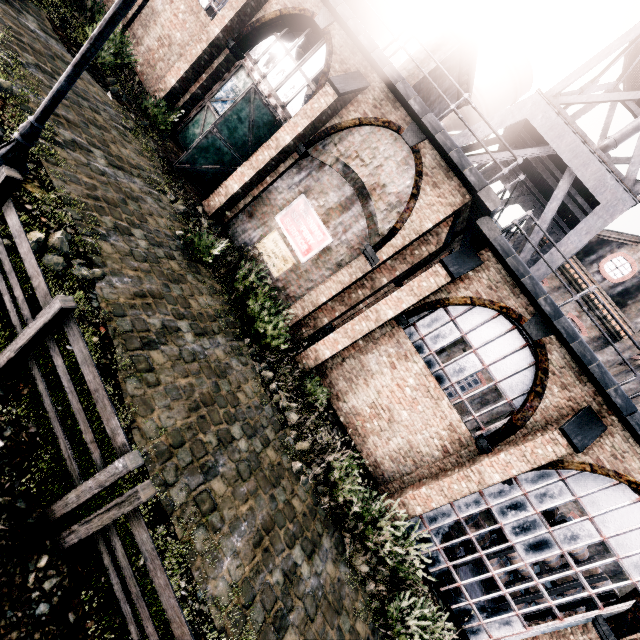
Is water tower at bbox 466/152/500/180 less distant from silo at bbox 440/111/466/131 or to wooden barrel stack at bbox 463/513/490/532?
wooden barrel stack at bbox 463/513/490/532

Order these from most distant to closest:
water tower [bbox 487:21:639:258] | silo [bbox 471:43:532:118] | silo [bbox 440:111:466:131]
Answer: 1. silo [bbox 440:111:466:131]
2. silo [bbox 471:43:532:118]
3. water tower [bbox 487:21:639:258]

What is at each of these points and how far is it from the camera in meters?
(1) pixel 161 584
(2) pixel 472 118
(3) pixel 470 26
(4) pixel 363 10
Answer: (1) wooden railing, 3.6
(2) silo, 32.9
(3) chimney, 13.2
(4) chimney, 17.1

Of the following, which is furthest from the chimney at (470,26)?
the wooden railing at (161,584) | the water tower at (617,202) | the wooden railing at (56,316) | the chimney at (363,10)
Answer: the wooden railing at (161,584)

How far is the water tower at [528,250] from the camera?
12.5m

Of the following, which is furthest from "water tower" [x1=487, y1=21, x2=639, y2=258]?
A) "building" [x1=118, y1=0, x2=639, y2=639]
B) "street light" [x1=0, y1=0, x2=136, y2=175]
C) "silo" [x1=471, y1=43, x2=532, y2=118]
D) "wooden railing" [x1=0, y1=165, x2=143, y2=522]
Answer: "silo" [x1=471, y1=43, x2=532, y2=118]

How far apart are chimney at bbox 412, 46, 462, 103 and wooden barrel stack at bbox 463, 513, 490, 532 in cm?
1716

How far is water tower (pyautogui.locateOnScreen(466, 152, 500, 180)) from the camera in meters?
13.5
